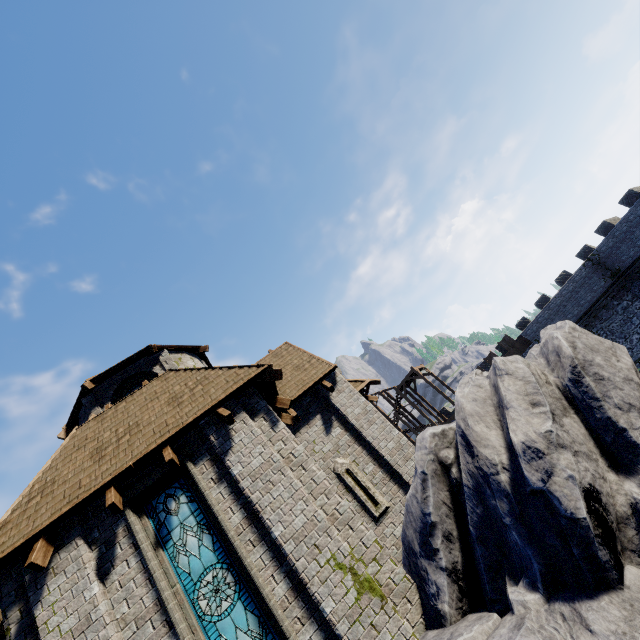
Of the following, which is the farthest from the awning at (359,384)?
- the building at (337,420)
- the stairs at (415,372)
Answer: the stairs at (415,372)

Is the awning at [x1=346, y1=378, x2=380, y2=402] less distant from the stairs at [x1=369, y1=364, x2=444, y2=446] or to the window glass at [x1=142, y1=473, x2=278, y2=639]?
the window glass at [x1=142, y1=473, x2=278, y2=639]

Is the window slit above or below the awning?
below

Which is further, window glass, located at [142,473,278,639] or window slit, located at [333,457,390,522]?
window slit, located at [333,457,390,522]

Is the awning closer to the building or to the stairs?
the building

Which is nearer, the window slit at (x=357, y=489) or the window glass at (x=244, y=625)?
the window glass at (x=244, y=625)

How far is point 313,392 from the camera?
11.52m

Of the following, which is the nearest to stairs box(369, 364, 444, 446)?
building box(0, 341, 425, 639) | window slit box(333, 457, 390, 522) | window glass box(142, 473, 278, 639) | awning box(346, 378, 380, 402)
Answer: building box(0, 341, 425, 639)
